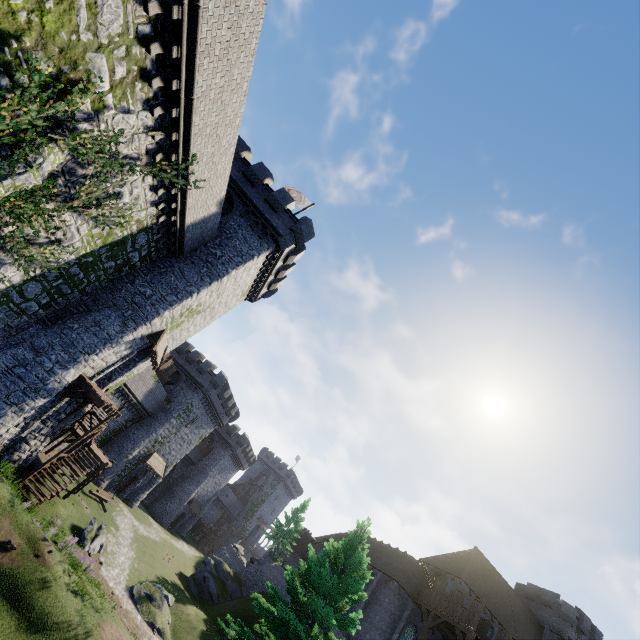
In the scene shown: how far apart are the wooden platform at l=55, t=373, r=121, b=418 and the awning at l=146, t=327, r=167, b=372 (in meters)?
3.09

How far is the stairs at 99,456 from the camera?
19.3 meters

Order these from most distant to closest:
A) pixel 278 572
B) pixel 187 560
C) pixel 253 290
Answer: pixel 187 560
pixel 278 572
pixel 253 290

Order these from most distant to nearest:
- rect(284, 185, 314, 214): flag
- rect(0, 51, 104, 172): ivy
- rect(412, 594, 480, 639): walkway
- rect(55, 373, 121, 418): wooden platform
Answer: rect(284, 185, 314, 214): flag < rect(412, 594, 480, 639): walkway < rect(55, 373, 121, 418): wooden platform < rect(0, 51, 104, 172): ivy

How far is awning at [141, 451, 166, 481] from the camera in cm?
3788

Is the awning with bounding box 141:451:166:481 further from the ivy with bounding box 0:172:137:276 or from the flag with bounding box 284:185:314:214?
the flag with bounding box 284:185:314:214

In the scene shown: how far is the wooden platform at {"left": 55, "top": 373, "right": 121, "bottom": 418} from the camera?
16.53m

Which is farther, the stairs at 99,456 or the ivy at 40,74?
the stairs at 99,456
